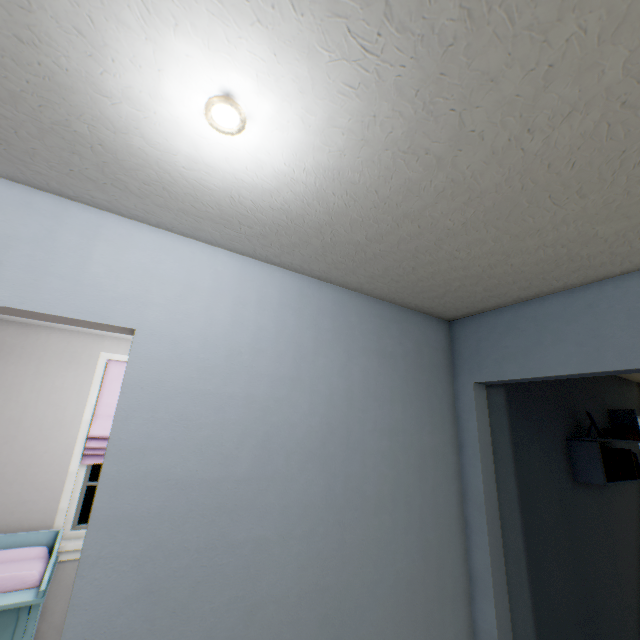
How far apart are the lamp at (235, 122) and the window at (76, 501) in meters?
2.8

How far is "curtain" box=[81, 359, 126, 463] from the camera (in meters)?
2.70

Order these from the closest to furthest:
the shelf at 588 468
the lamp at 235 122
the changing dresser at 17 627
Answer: the lamp at 235 122
the changing dresser at 17 627
the shelf at 588 468

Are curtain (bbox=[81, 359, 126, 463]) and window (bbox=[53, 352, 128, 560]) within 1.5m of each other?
yes

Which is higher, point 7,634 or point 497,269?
point 497,269

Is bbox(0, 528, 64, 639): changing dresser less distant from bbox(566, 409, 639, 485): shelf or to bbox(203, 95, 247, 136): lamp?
bbox(203, 95, 247, 136): lamp

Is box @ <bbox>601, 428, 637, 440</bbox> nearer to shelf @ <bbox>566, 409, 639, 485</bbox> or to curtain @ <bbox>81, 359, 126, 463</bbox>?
shelf @ <bbox>566, 409, 639, 485</bbox>

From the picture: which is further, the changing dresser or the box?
the box
